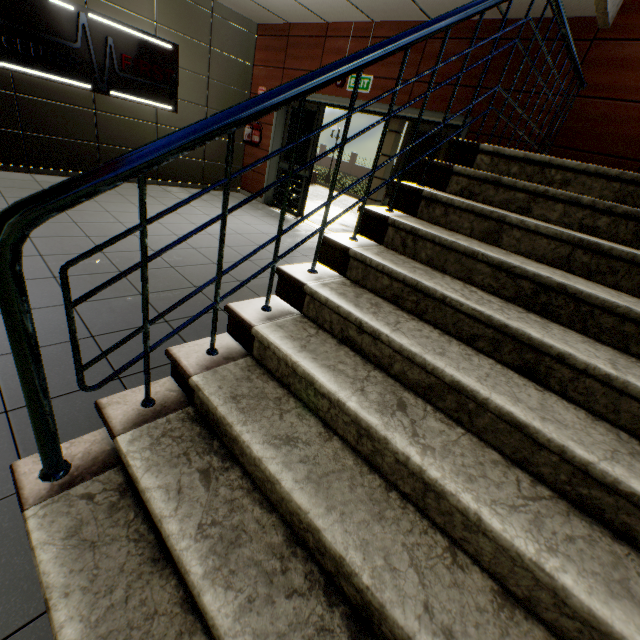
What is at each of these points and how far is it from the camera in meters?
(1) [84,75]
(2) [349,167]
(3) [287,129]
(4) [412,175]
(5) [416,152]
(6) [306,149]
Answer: (1) sign, 5.1 m
(2) fence, 33.4 m
(3) door, 6.9 m
(4) door, 5.3 m
(5) door, 5.2 m
(6) door, 6.7 m

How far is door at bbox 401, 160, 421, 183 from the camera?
5.2m

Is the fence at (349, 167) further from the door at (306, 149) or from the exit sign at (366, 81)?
the exit sign at (366, 81)

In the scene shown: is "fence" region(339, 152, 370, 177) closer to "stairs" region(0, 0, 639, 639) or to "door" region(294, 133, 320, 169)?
"door" region(294, 133, 320, 169)

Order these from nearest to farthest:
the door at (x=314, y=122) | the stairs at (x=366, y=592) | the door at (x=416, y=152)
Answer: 1. the stairs at (x=366, y=592)
2. the door at (x=416, y=152)
3. the door at (x=314, y=122)

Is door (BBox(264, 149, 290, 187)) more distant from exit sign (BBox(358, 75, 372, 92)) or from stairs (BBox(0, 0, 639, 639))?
stairs (BBox(0, 0, 639, 639))

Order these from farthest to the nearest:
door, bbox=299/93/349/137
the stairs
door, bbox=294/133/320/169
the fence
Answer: the fence, door, bbox=294/133/320/169, door, bbox=299/93/349/137, the stairs

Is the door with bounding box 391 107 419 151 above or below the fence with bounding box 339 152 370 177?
above
